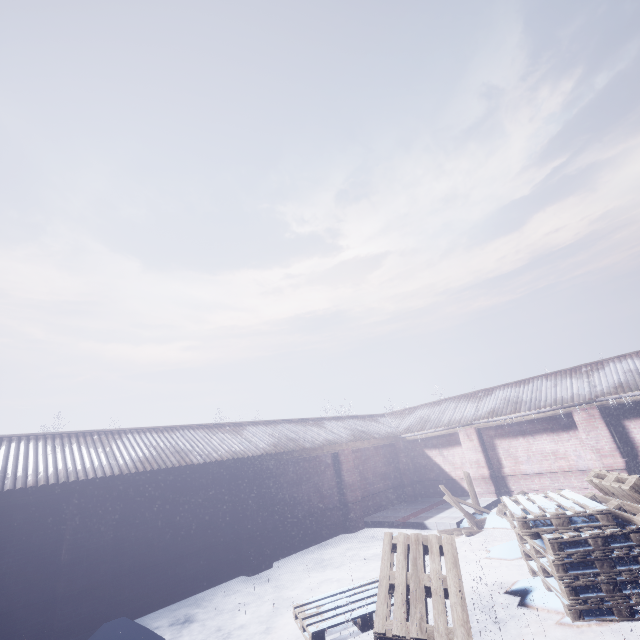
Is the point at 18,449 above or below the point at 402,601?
above
